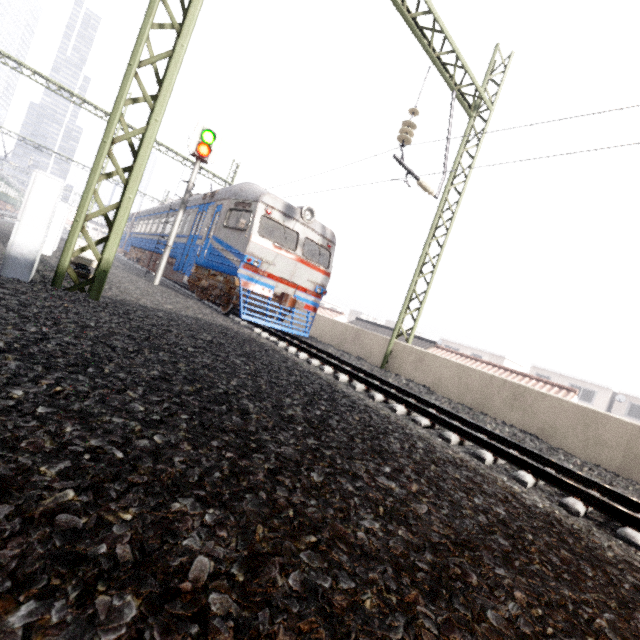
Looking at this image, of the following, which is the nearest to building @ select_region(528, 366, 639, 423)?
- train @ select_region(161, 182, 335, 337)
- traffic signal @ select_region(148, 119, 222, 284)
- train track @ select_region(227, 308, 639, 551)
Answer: train @ select_region(161, 182, 335, 337)

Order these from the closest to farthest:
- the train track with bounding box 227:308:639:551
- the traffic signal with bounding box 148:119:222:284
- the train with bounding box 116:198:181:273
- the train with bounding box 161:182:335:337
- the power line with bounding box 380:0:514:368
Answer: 1. the train track with bounding box 227:308:639:551
2. the power line with bounding box 380:0:514:368
3. the train with bounding box 161:182:335:337
4. the traffic signal with bounding box 148:119:222:284
5. the train with bounding box 116:198:181:273

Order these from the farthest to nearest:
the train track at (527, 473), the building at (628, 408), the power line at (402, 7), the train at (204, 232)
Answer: the building at (628, 408) < the train at (204, 232) < the power line at (402, 7) < the train track at (527, 473)

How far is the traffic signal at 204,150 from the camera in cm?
1111

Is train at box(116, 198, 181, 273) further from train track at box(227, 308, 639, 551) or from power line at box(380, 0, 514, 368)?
power line at box(380, 0, 514, 368)

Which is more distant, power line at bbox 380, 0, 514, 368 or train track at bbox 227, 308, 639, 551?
power line at bbox 380, 0, 514, 368

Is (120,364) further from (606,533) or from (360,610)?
(606,533)
